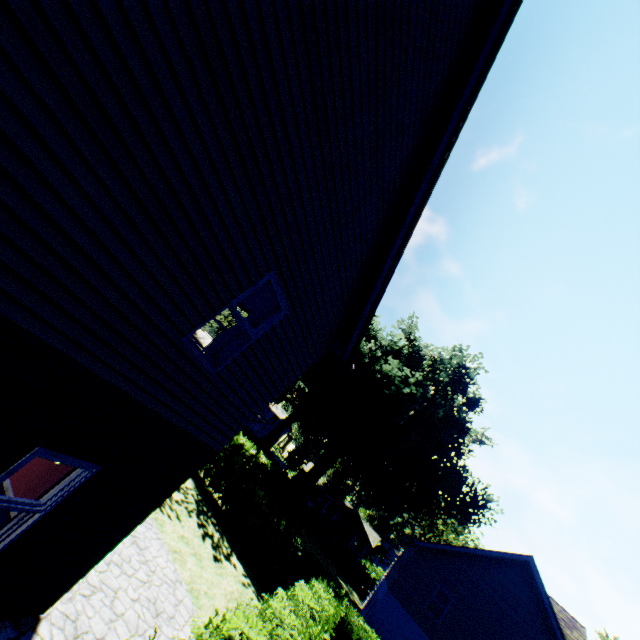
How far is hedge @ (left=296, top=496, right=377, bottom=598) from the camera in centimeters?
3812cm

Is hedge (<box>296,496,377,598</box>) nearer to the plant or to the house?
the plant

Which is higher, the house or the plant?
the plant

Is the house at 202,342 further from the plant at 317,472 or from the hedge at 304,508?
the hedge at 304,508

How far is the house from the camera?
37.5m

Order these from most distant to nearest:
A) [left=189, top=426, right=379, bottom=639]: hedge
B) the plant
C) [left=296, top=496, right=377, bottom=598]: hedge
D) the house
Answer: [left=296, top=496, right=377, bottom=598]: hedge → the house → the plant → [left=189, top=426, right=379, bottom=639]: hedge

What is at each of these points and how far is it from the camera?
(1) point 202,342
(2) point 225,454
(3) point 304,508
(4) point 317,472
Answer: (1) house, 39.41m
(2) hedge, 18.39m
(3) hedge, 42.06m
(4) plant, 35.53m

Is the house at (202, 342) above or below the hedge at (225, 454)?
above
